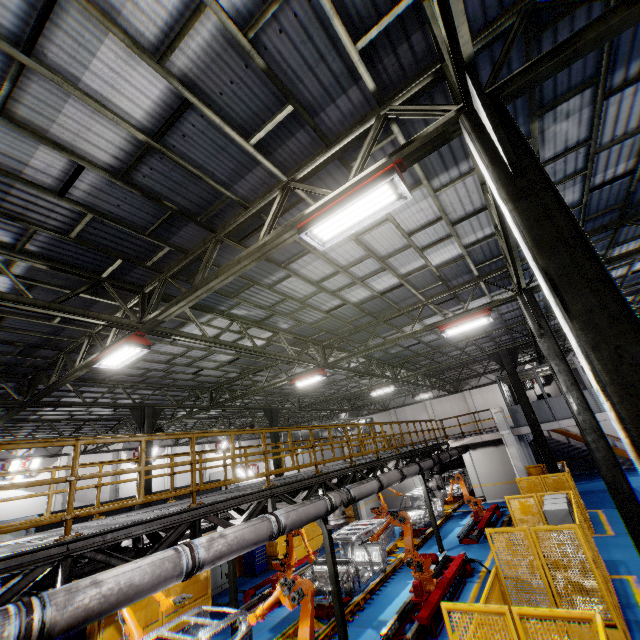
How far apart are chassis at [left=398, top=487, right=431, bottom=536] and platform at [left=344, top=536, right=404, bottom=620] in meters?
0.0

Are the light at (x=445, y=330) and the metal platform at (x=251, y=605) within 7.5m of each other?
no

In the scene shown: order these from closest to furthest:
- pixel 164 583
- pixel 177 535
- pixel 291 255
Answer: pixel 164 583 < pixel 177 535 < pixel 291 255

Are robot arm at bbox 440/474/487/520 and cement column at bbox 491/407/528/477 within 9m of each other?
yes

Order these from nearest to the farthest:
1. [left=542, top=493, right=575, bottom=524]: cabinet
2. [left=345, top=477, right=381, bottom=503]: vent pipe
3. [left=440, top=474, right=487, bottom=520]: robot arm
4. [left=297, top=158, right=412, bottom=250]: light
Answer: [left=297, top=158, right=412, bottom=250]: light < [left=542, top=493, right=575, bottom=524]: cabinet < [left=345, top=477, right=381, bottom=503]: vent pipe < [left=440, top=474, right=487, bottom=520]: robot arm

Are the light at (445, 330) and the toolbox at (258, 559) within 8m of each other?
no

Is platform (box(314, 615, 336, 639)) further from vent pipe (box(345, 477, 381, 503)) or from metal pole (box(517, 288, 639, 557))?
metal pole (box(517, 288, 639, 557))

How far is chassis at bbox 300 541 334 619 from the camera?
9.7 meters
